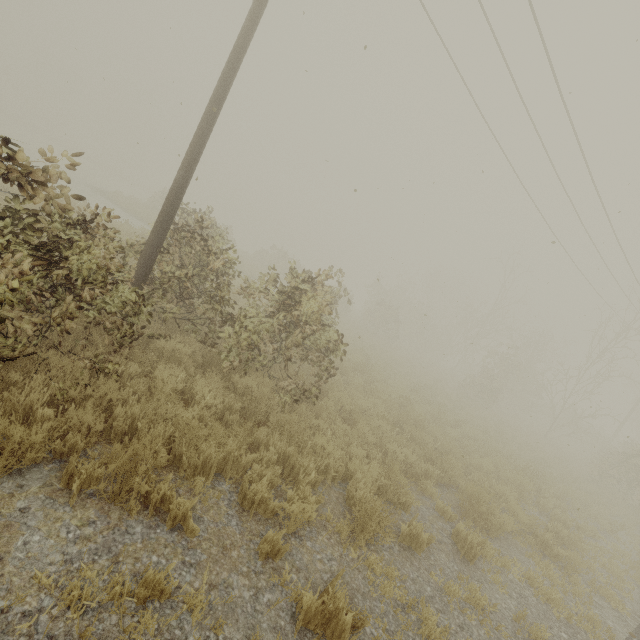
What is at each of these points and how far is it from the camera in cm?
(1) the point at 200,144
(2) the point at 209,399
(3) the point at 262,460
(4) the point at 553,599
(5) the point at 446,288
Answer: Answer:
(1) utility pole, 612
(2) tree, 501
(3) tree, 477
(4) tree, 532
(5) tree, 5378

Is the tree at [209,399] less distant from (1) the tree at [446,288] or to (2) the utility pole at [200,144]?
(1) the tree at [446,288]

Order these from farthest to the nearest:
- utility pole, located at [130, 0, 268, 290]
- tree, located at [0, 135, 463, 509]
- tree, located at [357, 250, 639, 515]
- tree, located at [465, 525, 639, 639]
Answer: tree, located at [357, 250, 639, 515] < utility pole, located at [130, 0, 268, 290] < tree, located at [465, 525, 639, 639] < tree, located at [0, 135, 463, 509]

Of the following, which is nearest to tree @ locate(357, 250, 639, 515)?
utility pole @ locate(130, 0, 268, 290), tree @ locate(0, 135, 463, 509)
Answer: tree @ locate(0, 135, 463, 509)

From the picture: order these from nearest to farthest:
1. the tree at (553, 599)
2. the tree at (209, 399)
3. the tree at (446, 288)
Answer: the tree at (209, 399) → the tree at (553, 599) → the tree at (446, 288)

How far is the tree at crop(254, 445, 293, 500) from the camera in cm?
397

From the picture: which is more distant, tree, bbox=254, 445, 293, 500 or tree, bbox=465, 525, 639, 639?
tree, bbox=465, 525, 639, 639
